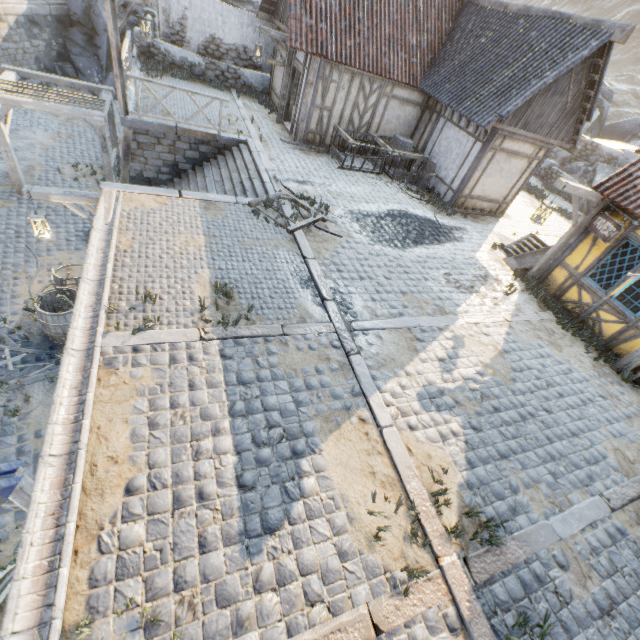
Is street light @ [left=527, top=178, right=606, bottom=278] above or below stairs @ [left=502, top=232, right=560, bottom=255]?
above

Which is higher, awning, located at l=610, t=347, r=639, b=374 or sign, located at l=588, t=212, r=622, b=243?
sign, located at l=588, t=212, r=622, b=243

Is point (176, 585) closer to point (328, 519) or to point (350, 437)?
point (328, 519)

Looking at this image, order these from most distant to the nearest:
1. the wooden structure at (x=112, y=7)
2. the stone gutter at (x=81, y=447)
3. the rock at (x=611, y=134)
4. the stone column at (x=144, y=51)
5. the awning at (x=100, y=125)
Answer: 1. the rock at (x=611, y=134)
2. the stone column at (x=144, y=51)
3. the awning at (x=100, y=125)
4. the wooden structure at (x=112, y=7)
5. the stone gutter at (x=81, y=447)

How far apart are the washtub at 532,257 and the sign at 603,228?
1.9m

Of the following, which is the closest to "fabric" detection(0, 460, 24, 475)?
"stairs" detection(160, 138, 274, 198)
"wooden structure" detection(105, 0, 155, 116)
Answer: "stairs" detection(160, 138, 274, 198)

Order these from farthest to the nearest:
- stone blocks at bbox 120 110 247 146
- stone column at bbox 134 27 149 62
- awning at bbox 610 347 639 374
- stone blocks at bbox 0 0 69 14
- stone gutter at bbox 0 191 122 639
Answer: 1. stone blocks at bbox 0 0 69 14
2. stone column at bbox 134 27 149 62
3. stone blocks at bbox 120 110 247 146
4. awning at bbox 610 347 639 374
5. stone gutter at bbox 0 191 122 639

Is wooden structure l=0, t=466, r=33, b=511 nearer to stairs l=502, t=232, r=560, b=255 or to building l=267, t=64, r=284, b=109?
building l=267, t=64, r=284, b=109
